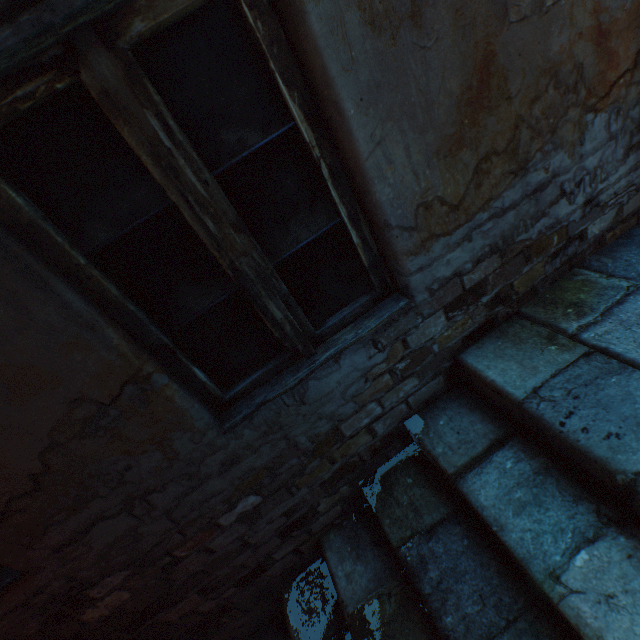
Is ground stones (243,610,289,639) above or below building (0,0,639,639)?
below

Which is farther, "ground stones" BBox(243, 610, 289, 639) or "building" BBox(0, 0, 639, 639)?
"ground stones" BBox(243, 610, 289, 639)

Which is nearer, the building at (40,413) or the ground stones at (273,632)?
the building at (40,413)

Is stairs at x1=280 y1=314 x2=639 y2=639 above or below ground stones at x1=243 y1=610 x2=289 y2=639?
above

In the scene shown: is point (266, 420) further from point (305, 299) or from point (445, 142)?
point (445, 142)

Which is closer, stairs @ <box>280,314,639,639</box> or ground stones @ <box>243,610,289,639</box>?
stairs @ <box>280,314,639,639</box>

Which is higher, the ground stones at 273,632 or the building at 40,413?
the building at 40,413
